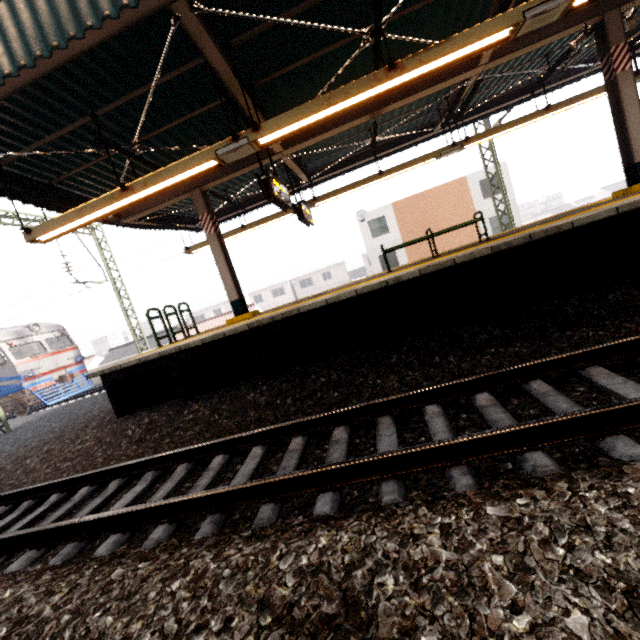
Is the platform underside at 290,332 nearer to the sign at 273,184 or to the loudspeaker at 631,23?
the sign at 273,184

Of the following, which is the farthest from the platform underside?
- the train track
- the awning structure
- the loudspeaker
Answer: the loudspeaker

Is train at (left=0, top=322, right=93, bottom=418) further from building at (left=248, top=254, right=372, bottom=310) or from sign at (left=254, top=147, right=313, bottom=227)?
building at (left=248, top=254, right=372, bottom=310)

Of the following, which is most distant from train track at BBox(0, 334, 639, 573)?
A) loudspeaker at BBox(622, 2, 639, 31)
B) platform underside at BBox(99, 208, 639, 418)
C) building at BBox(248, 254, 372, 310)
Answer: building at BBox(248, 254, 372, 310)

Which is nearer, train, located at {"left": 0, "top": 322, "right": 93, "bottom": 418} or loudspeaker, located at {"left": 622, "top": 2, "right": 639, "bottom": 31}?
loudspeaker, located at {"left": 622, "top": 2, "right": 639, "bottom": 31}

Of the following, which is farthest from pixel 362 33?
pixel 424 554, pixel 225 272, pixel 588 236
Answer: pixel 424 554

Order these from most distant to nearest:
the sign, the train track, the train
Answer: the train, the sign, the train track

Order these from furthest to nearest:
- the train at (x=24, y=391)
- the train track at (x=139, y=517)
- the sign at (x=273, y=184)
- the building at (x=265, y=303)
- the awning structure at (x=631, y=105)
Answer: the building at (x=265, y=303), the train at (x=24, y=391), the sign at (x=273, y=184), the awning structure at (x=631, y=105), the train track at (x=139, y=517)
